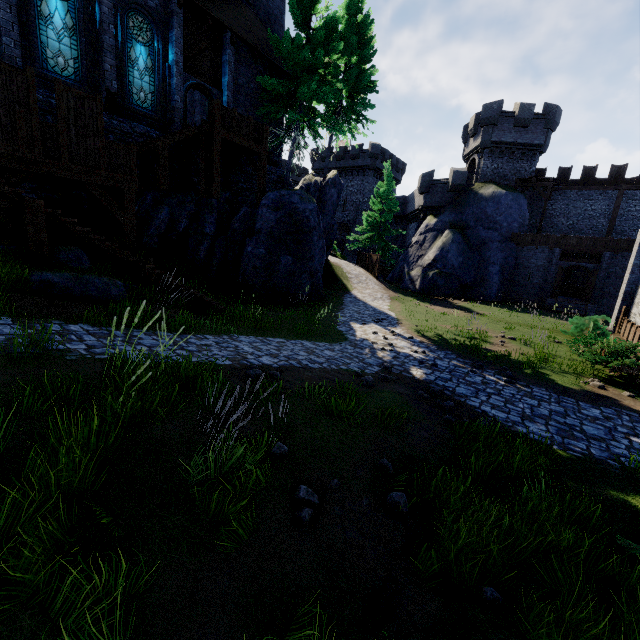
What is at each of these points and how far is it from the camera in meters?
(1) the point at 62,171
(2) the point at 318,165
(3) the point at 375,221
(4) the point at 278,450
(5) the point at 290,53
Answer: (1) walkway, 9.5 m
(2) building, 49.4 m
(3) tree, 31.0 m
(4) instancedfoliageactor, 4.4 m
(5) tree, 16.8 m

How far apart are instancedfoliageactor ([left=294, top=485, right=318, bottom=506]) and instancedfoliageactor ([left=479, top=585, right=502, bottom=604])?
1.93m

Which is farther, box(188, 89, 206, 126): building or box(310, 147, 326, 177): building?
box(310, 147, 326, 177): building

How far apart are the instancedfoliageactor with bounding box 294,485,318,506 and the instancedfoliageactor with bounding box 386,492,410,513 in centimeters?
102cm

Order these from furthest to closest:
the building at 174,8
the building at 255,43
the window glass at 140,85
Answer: the building at 255,43 < the building at 174,8 < the window glass at 140,85

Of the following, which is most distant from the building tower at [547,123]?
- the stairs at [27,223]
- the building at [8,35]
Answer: the stairs at [27,223]

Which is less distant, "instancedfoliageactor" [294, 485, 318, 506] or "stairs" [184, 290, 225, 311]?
"instancedfoliageactor" [294, 485, 318, 506]

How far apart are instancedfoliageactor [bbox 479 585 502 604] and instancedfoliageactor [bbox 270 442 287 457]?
2.69m
